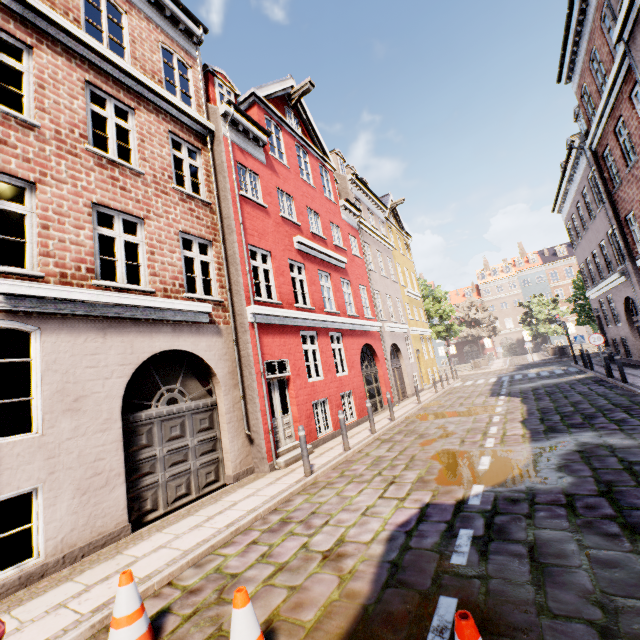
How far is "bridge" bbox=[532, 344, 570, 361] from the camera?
29.1 meters

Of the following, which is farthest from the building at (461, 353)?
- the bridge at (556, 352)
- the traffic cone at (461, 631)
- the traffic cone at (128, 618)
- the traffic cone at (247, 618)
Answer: the bridge at (556, 352)

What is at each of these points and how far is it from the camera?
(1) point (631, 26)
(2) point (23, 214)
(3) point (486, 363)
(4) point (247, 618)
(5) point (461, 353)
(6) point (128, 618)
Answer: (1) building, 9.03m
(2) building, 5.66m
(3) bridge, 36.97m
(4) traffic cone, 2.47m
(5) building, 58.88m
(6) traffic cone, 3.00m

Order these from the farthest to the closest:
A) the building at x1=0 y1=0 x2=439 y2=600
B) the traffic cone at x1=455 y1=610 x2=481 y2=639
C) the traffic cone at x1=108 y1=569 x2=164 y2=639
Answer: the building at x1=0 y1=0 x2=439 y2=600
the traffic cone at x1=108 y1=569 x2=164 y2=639
the traffic cone at x1=455 y1=610 x2=481 y2=639

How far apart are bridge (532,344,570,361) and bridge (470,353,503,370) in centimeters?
584cm

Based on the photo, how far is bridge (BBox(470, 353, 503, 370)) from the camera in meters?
32.6 m

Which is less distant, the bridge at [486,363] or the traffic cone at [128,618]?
the traffic cone at [128,618]

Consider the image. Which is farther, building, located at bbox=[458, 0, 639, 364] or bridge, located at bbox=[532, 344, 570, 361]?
bridge, located at bbox=[532, 344, 570, 361]
